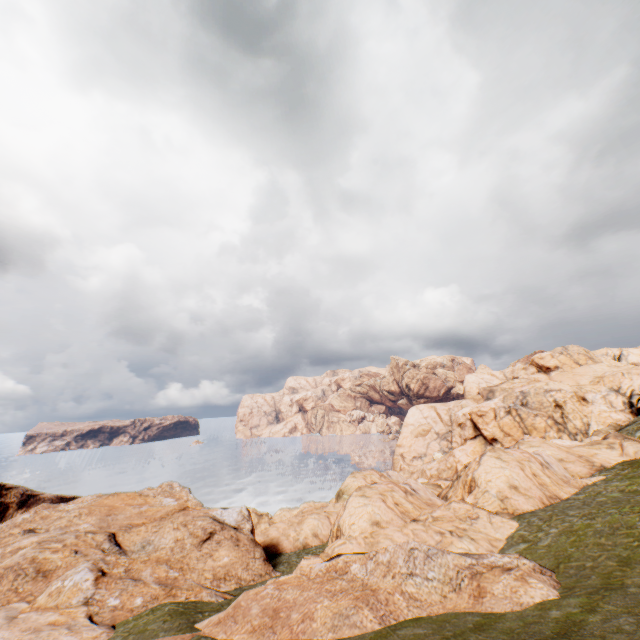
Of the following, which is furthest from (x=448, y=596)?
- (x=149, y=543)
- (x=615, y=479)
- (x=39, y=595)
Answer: (x=615, y=479)
